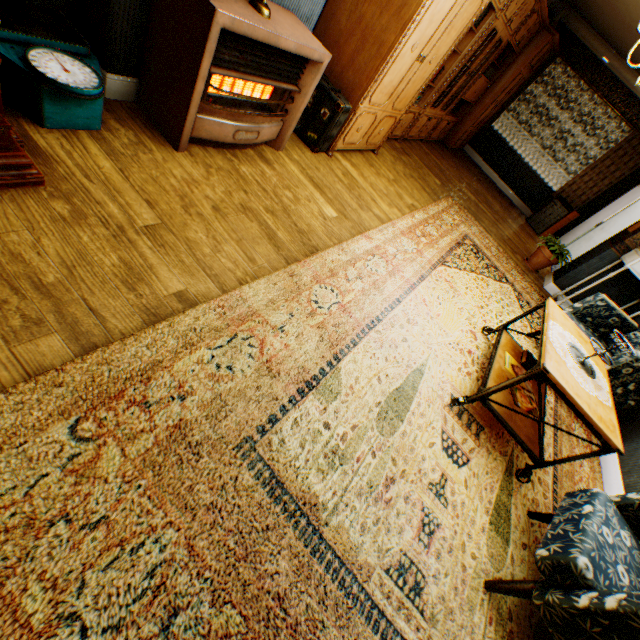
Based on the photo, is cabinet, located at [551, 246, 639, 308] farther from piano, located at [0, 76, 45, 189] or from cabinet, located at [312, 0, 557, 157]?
piano, located at [0, 76, 45, 189]

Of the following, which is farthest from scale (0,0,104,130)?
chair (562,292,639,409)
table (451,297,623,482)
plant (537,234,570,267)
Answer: plant (537,234,570,267)

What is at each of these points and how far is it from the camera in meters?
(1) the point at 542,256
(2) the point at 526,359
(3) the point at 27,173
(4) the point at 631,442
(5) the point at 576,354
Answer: (1) flower pot, 5.9
(2) book, 3.0
(3) piano, 1.5
(4) building, 3.4
(5) tray, 2.5

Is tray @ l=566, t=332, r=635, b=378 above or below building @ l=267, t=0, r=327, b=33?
below

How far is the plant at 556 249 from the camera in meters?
5.7

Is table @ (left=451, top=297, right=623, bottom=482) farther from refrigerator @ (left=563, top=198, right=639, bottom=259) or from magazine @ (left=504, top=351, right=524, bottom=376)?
refrigerator @ (left=563, top=198, right=639, bottom=259)

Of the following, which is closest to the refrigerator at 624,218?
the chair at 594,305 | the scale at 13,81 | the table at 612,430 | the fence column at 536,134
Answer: the chair at 594,305

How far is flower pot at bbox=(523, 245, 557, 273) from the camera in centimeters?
584cm
